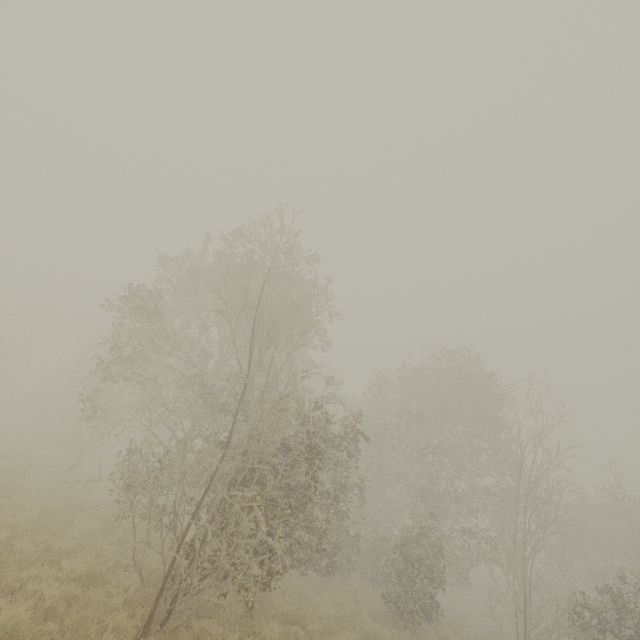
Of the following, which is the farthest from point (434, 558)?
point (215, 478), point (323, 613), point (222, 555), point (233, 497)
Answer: point (222, 555)
